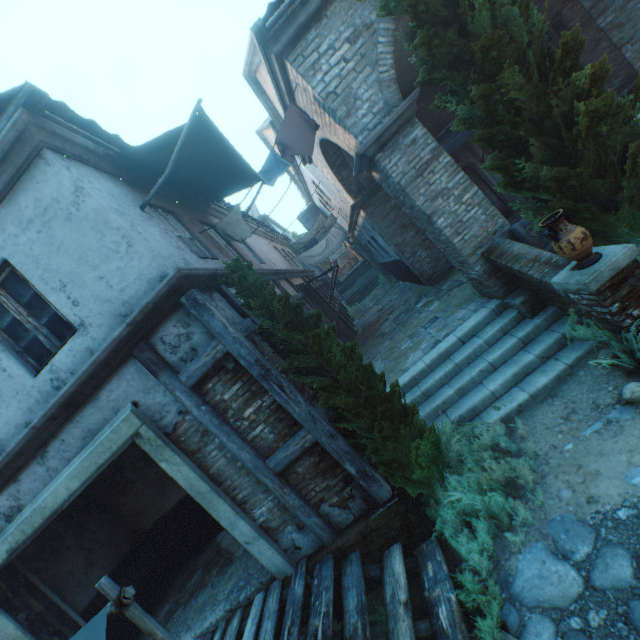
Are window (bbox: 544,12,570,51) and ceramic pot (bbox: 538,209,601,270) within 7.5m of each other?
no

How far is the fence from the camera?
6.0m

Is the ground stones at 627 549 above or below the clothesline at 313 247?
below

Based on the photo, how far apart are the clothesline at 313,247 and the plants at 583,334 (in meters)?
11.86

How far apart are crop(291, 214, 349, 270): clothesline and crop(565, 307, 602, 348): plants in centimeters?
1186cm

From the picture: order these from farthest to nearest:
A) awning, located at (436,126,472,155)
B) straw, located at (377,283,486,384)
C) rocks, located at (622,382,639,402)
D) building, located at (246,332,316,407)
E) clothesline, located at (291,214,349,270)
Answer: clothesline, located at (291,214,349,270) < awning, located at (436,126,472,155) < straw, located at (377,283,486,384) < building, located at (246,332,316,407) < rocks, located at (622,382,639,402)

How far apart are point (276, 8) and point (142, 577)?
11.73m

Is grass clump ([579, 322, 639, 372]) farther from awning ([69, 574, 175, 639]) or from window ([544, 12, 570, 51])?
window ([544, 12, 570, 51])
